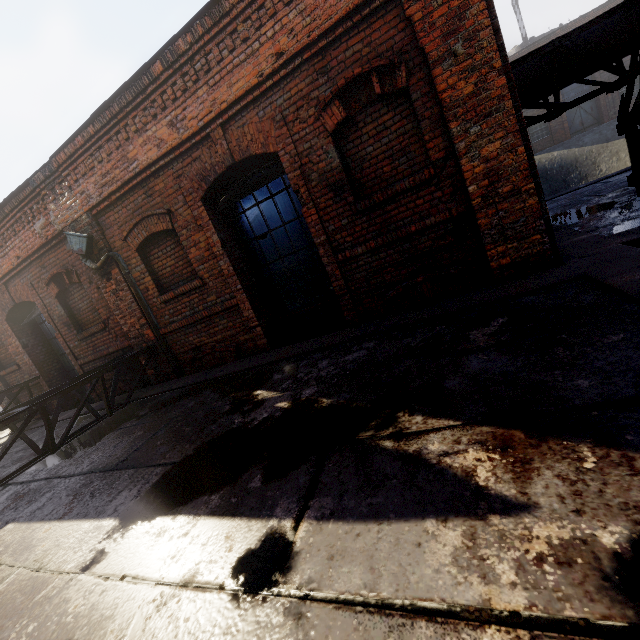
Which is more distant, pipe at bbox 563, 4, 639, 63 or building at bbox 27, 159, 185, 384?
building at bbox 27, 159, 185, 384

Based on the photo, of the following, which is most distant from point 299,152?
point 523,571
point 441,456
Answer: point 523,571

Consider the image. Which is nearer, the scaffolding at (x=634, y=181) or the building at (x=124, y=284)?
the scaffolding at (x=634, y=181)

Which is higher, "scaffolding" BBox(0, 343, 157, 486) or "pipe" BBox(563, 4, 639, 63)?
"pipe" BBox(563, 4, 639, 63)

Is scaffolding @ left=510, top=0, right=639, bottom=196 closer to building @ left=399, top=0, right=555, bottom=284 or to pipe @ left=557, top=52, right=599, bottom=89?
pipe @ left=557, top=52, right=599, bottom=89

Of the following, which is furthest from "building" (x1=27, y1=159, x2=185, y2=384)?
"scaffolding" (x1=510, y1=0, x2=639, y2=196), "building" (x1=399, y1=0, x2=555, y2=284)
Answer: "building" (x1=399, y1=0, x2=555, y2=284)

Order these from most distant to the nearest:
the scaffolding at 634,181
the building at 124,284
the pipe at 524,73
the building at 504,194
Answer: the building at 124,284, the pipe at 524,73, the scaffolding at 634,181, the building at 504,194
